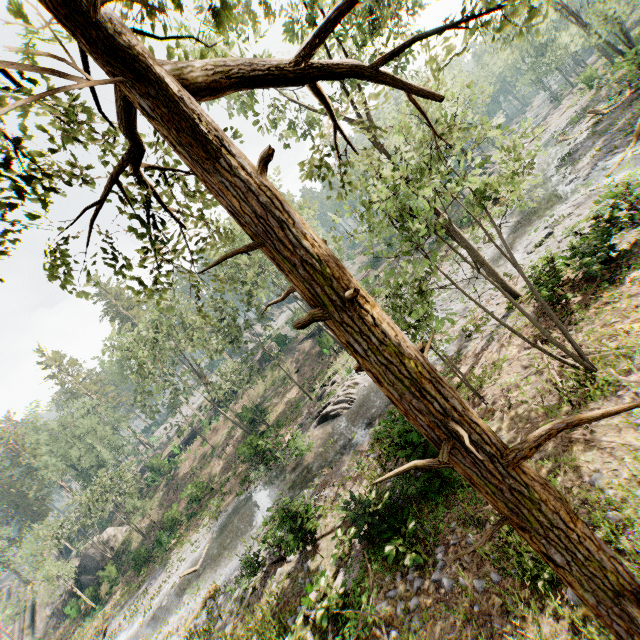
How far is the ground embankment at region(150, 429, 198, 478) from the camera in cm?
4362

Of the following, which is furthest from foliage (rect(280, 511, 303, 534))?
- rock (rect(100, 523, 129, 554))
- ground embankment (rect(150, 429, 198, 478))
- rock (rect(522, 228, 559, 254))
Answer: rock (rect(522, 228, 559, 254))

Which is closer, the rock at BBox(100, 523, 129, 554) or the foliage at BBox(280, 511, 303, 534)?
the foliage at BBox(280, 511, 303, 534)

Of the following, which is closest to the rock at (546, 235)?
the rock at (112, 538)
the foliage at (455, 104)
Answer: the foliage at (455, 104)

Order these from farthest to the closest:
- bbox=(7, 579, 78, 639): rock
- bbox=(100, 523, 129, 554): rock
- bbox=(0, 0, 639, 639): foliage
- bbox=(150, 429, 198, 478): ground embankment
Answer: bbox=(150, 429, 198, 478): ground embankment → bbox=(100, 523, 129, 554): rock → bbox=(7, 579, 78, 639): rock → bbox=(0, 0, 639, 639): foliage

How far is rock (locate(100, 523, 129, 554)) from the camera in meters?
39.5 m

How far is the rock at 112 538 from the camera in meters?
39.5

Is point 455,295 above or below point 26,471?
below
